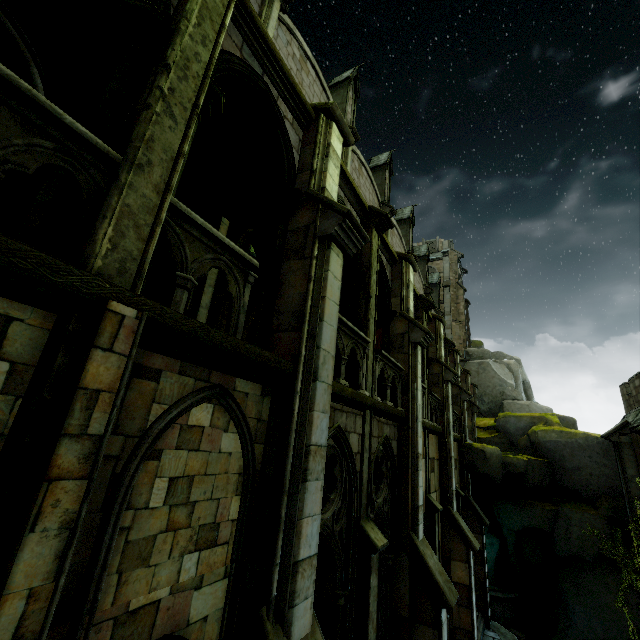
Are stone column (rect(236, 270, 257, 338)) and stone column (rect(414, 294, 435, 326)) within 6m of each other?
no

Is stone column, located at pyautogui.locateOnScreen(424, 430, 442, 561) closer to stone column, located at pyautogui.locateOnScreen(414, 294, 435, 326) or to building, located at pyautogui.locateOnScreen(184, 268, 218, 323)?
stone column, located at pyautogui.locateOnScreen(414, 294, 435, 326)

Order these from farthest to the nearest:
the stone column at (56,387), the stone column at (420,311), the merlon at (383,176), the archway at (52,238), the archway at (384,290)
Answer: the merlon at (383,176), the stone column at (420,311), the archway at (384,290), the archway at (52,238), the stone column at (56,387)

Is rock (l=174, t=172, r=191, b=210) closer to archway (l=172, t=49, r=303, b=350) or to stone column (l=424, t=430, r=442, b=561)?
archway (l=172, t=49, r=303, b=350)

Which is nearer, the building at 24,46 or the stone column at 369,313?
the building at 24,46

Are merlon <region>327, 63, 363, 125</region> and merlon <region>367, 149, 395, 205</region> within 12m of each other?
yes

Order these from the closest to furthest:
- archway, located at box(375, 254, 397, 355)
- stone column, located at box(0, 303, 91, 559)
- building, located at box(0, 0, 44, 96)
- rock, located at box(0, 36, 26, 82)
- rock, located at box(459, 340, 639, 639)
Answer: stone column, located at box(0, 303, 91, 559), building, located at box(0, 0, 44, 96), rock, located at box(0, 36, 26, 82), archway, located at box(375, 254, 397, 355), rock, located at box(459, 340, 639, 639)

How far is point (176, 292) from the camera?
3.5m
